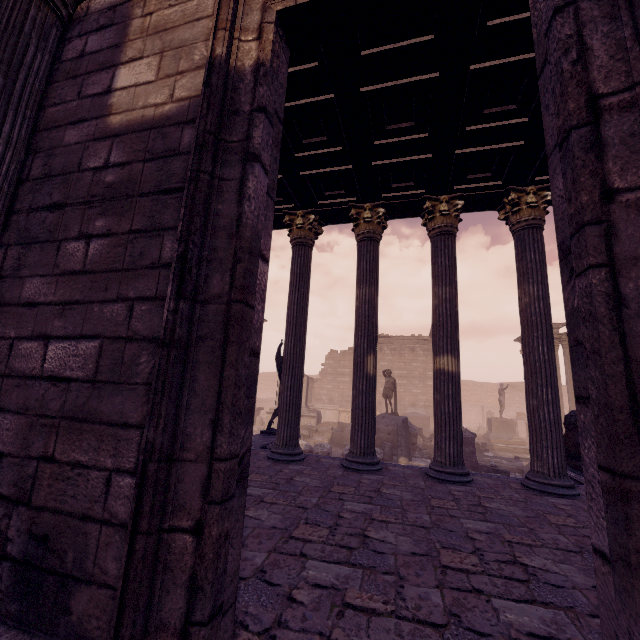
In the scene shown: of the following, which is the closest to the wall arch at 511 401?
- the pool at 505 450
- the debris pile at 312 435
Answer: the pool at 505 450

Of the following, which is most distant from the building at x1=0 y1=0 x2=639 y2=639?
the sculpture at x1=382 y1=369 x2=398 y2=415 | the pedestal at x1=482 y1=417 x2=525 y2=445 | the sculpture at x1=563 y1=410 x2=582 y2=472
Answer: the pedestal at x1=482 y1=417 x2=525 y2=445

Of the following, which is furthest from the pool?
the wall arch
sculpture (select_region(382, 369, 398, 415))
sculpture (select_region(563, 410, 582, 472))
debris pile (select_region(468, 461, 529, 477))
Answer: the wall arch

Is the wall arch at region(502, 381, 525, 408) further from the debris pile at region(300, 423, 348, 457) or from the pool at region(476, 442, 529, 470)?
the debris pile at region(300, 423, 348, 457)

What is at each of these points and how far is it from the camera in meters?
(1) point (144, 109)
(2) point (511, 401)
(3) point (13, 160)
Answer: (1) building, 2.3
(2) wall arch, 36.5
(3) column, 2.4

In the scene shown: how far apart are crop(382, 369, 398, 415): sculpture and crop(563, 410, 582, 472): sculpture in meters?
8.0 m

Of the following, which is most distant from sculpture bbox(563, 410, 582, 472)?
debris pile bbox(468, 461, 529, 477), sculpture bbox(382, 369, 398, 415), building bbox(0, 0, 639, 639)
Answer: sculpture bbox(382, 369, 398, 415)

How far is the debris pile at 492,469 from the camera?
11.3m
